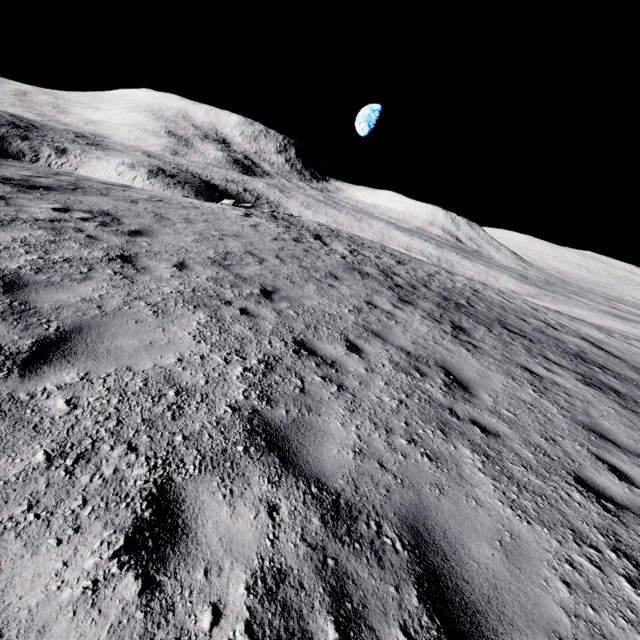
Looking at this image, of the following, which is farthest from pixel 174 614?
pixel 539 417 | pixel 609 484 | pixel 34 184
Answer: pixel 34 184
